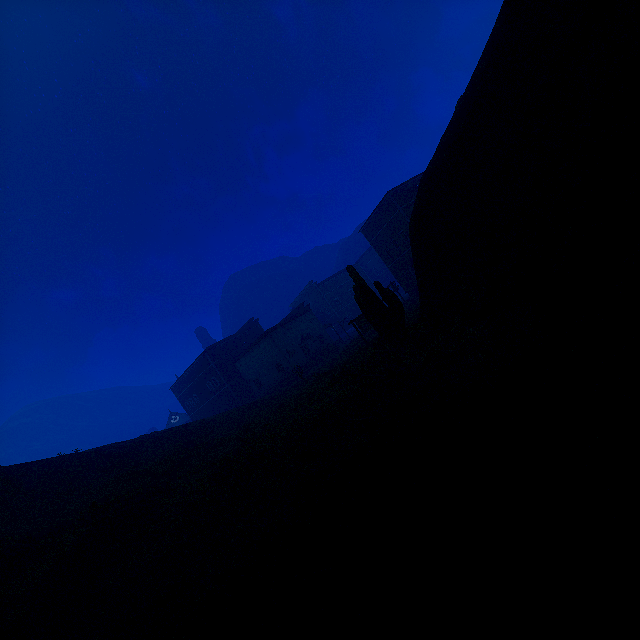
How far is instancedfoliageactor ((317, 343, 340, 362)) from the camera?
42.99m

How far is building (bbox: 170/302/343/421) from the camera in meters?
43.0 m

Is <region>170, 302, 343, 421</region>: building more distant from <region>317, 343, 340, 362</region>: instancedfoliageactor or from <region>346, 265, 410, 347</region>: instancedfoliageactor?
<region>346, 265, 410, 347</region>: instancedfoliageactor

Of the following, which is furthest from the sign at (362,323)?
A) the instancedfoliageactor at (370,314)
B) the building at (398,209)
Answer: the building at (398,209)

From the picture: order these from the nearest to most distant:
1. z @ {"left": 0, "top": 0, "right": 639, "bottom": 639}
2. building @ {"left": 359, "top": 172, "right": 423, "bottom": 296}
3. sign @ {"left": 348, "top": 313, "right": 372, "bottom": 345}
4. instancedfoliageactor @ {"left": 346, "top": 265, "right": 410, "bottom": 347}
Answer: z @ {"left": 0, "top": 0, "right": 639, "bottom": 639} < instancedfoliageactor @ {"left": 346, "top": 265, "right": 410, "bottom": 347} < sign @ {"left": 348, "top": 313, "right": 372, "bottom": 345} < building @ {"left": 359, "top": 172, "right": 423, "bottom": 296}

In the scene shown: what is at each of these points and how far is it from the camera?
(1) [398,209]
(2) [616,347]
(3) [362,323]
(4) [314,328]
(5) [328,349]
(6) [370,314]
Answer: (1) building, 34.94m
(2) z, 3.86m
(3) sign, 22.80m
(4) building, 48.09m
(5) instancedfoliageactor, 43.09m
(6) instancedfoliageactor, 12.74m
